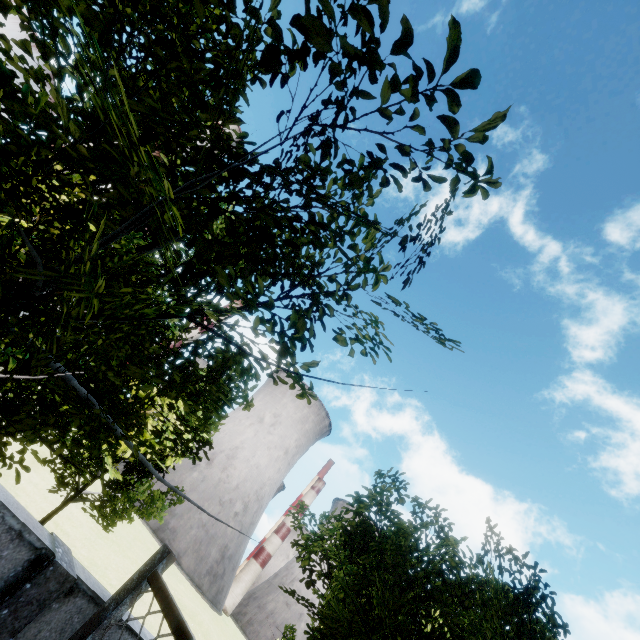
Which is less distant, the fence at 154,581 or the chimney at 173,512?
the fence at 154,581

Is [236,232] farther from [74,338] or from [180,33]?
[180,33]

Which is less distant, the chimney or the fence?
the fence

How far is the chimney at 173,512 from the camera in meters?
54.7

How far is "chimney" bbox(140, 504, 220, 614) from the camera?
54.7m
